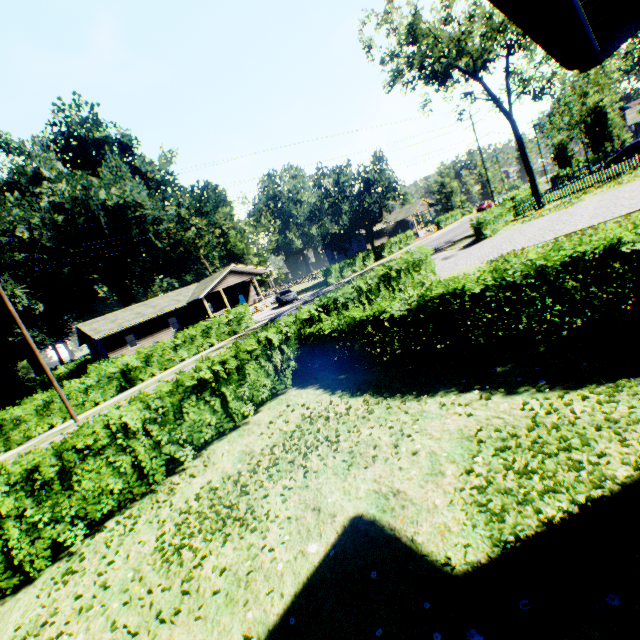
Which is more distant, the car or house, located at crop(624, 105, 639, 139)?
house, located at crop(624, 105, 639, 139)

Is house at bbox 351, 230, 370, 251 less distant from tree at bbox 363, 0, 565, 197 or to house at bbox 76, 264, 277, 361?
tree at bbox 363, 0, 565, 197

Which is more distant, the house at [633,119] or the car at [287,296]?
the house at [633,119]

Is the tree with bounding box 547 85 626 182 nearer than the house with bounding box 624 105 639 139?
Yes

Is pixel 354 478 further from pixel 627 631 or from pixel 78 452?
pixel 78 452

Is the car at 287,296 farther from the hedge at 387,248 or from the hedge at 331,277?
the hedge at 387,248

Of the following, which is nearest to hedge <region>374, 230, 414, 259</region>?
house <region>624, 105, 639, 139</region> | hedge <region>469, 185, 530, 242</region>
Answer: hedge <region>469, 185, 530, 242</region>

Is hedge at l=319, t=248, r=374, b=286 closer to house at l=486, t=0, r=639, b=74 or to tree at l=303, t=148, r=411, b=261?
tree at l=303, t=148, r=411, b=261
